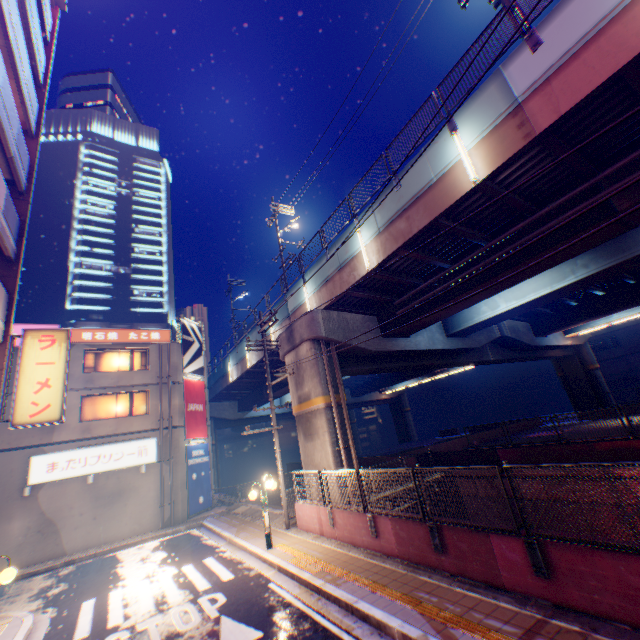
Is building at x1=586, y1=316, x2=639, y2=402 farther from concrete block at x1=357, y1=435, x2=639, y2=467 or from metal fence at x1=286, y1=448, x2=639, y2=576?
metal fence at x1=286, y1=448, x2=639, y2=576

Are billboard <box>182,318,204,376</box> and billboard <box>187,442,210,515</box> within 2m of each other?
no

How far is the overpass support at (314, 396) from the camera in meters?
14.4 m

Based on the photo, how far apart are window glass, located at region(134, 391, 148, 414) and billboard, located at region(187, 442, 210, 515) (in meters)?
3.18

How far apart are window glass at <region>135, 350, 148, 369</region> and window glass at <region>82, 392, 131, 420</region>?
1.47m

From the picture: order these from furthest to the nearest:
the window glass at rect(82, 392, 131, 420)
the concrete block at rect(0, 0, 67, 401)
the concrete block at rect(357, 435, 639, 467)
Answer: the window glass at rect(82, 392, 131, 420) < the concrete block at rect(357, 435, 639, 467) < the concrete block at rect(0, 0, 67, 401)

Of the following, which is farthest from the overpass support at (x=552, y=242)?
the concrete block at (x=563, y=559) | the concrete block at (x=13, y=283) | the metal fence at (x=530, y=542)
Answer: the concrete block at (x=13, y=283)

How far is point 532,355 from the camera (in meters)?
27.77
